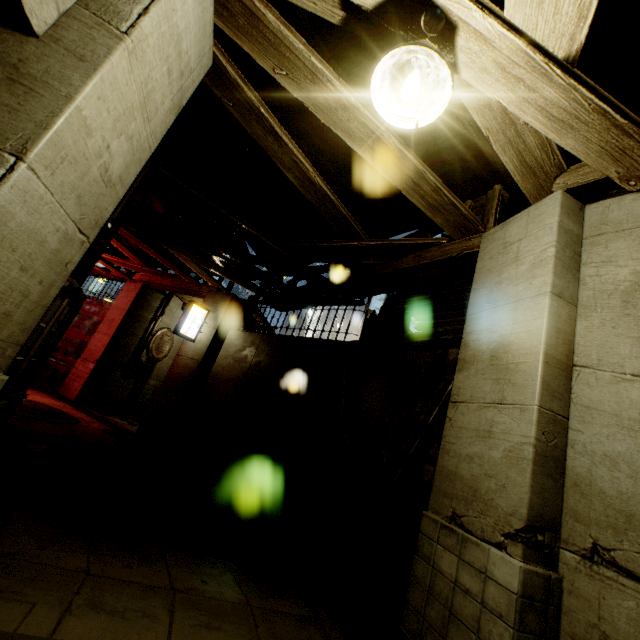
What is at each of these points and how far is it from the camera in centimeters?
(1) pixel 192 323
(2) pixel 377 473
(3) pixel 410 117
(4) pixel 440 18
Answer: (1) sign, 1030cm
(2) building, 541cm
(3) light, 253cm
(4) light, 250cm

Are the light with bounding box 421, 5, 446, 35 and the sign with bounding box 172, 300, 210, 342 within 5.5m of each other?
no

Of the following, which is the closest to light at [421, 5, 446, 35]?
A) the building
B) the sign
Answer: the building

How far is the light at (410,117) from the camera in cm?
217

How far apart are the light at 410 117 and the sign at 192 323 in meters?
9.0

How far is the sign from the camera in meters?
10.1 m

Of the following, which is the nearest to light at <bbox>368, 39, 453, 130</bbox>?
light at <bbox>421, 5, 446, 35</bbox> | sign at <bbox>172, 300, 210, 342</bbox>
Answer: light at <bbox>421, 5, 446, 35</bbox>

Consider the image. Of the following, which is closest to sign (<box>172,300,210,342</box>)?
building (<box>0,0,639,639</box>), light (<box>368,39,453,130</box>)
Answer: building (<box>0,0,639,639</box>)
